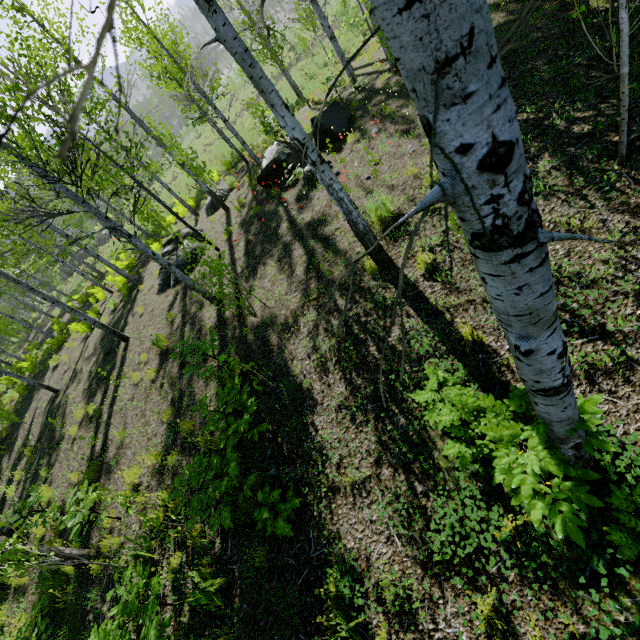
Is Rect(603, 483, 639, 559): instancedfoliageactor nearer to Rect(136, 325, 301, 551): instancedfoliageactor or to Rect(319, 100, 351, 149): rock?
Rect(136, 325, 301, 551): instancedfoliageactor

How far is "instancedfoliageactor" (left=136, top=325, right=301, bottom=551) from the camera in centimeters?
391cm

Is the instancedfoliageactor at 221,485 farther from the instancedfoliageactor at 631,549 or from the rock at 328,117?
the rock at 328,117

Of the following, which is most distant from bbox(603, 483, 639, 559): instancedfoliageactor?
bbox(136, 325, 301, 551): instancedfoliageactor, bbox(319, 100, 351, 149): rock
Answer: bbox(319, 100, 351, 149): rock

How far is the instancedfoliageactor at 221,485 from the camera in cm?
391

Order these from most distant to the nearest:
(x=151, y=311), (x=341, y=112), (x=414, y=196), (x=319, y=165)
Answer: (x=151, y=311), (x=341, y=112), (x=414, y=196), (x=319, y=165)
